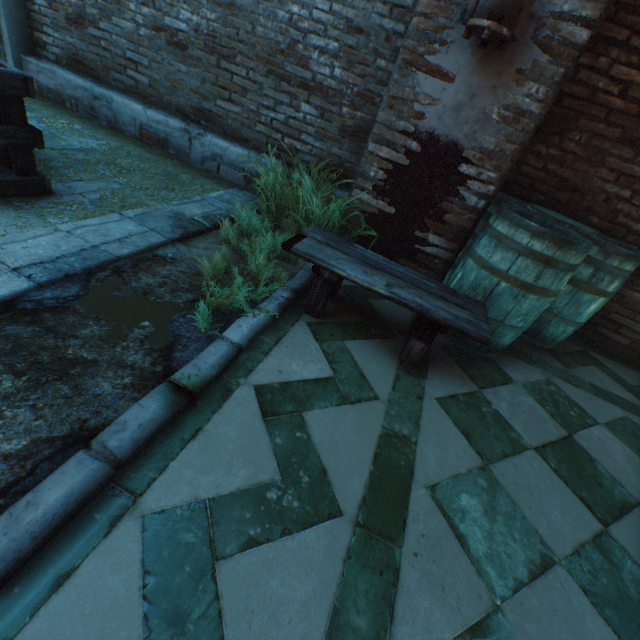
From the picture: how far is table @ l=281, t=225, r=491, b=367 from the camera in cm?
186

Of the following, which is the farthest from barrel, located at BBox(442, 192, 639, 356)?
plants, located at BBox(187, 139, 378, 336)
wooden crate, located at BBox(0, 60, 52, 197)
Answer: wooden crate, located at BBox(0, 60, 52, 197)

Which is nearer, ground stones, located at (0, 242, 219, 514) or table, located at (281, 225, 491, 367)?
ground stones, located at (0, 242, 219, 514)

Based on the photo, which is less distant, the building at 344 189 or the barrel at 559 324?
the barrel at 559 324

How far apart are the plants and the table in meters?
0.1 m

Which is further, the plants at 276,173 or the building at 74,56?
the building at 74,56

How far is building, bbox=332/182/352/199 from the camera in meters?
3.5

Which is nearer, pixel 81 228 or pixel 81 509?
pixel 81 509
